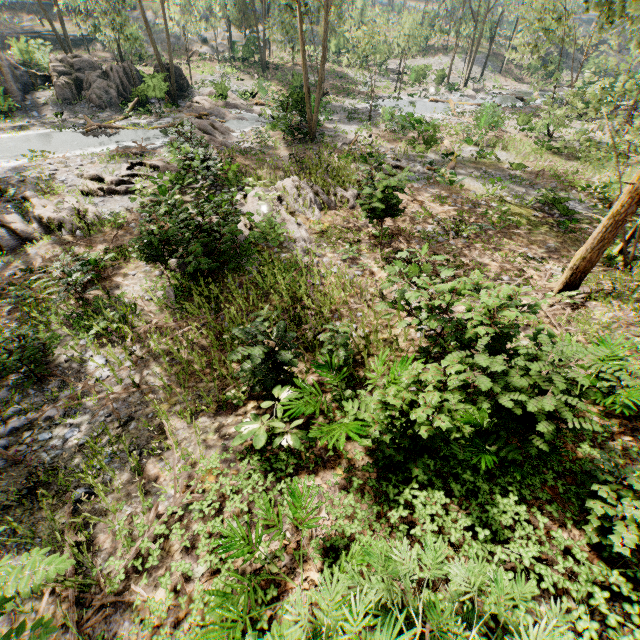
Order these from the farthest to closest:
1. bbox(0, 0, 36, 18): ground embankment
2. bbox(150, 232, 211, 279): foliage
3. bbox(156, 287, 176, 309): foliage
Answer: bbox(0, 0, 36, 18): ground embankment
bbox(156, 287, 176, 309): foliage
bbox(150, 232, 211, 279): foliage

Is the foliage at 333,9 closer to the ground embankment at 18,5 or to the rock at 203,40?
the rock at 203,40

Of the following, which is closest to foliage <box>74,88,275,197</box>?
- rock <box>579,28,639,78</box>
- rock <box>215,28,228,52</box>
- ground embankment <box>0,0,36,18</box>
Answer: rock <box>215,28,228,52</box>

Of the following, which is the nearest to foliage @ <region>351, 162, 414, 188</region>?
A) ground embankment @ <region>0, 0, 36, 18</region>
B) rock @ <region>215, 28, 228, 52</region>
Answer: rock @ <region>215, 28, 228, 52</region>

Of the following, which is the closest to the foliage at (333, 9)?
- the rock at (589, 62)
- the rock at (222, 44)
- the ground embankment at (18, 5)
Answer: the rock at (222, 44)

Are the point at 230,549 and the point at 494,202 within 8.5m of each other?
no

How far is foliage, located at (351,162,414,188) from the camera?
9.7 meters
